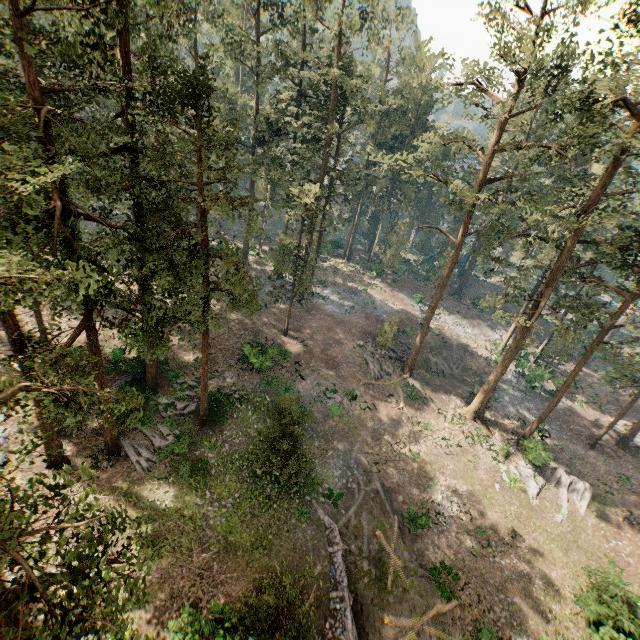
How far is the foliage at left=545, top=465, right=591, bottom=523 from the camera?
26.80m

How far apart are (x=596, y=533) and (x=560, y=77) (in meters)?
33.84

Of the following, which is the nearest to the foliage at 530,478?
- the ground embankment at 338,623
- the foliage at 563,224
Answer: the foliage at 563,224

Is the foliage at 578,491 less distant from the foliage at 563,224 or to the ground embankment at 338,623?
the foliage at 563,224

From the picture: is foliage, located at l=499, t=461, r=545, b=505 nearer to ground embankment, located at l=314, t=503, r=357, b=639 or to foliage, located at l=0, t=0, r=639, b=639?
foliage, located at l=0, t=0, r=639, b=639

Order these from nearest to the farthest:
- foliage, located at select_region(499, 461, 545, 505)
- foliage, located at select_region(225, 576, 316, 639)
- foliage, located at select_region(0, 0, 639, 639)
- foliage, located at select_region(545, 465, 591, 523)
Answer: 1. foliage, located at select_region(0, 0, 639, 639)
2. foliage, located at select_region(225, 576, 316, 639)
3. foliage, located at select_region(545, 465, 591, 523)
4. foliage, located at select_region(499, 461, 545, 505)
